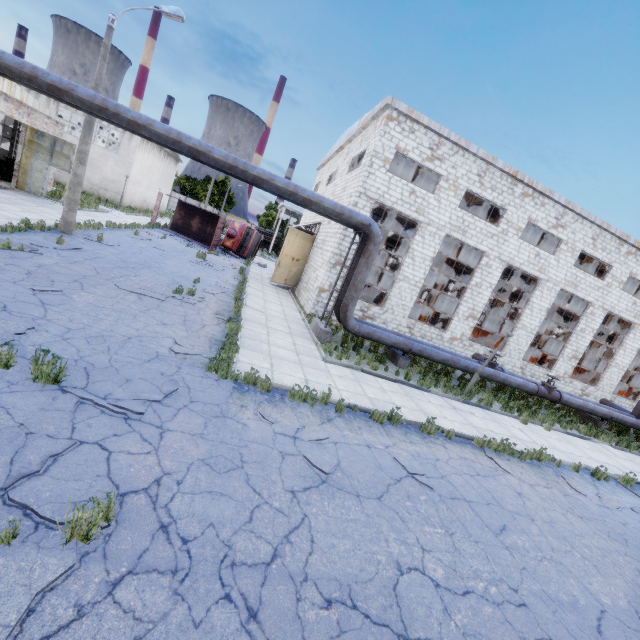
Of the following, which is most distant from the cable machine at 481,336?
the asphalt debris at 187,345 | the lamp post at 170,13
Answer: the lamp post at 170,13

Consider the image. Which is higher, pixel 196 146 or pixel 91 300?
pixel 196 146

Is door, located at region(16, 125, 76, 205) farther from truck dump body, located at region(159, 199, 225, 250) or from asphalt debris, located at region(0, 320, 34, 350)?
asphalt debris, located at region(0, 320, 34, 350)

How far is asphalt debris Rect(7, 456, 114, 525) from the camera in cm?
322

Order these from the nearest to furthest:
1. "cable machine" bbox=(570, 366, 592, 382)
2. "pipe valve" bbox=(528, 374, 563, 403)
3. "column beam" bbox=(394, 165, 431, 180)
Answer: "pipe valve" bbox=(528, 374, 563, 403) < "column beam" bbox=(394, 165, 431, 180) < "cable machine" bbox=(570, 366, 592, 382)

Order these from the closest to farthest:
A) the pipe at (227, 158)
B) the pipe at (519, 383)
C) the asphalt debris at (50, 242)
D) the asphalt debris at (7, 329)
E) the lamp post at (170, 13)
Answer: the asphalt debris at (7, 329) → the pipe at (227, 158) → the asphalt debris at (50, 242) → the lamp post at (170, 13) → the pipe at (519, 383)

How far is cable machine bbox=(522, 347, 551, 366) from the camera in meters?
24.9 m

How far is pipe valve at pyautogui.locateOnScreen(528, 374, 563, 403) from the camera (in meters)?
16.33
